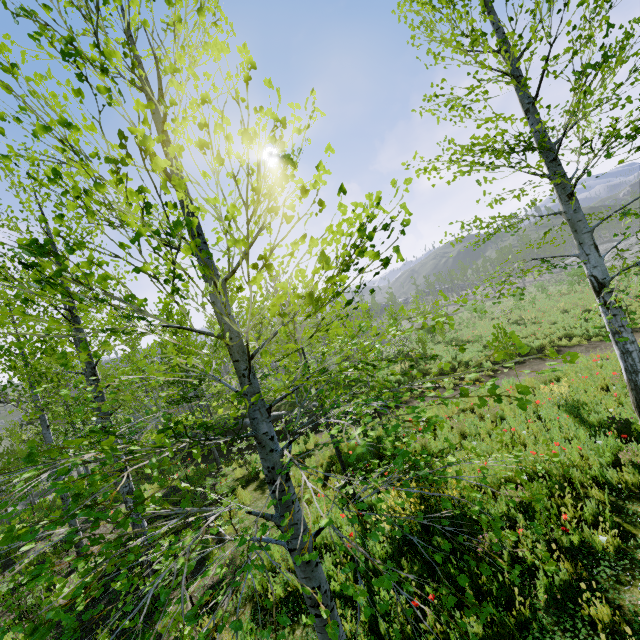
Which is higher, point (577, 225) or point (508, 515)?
point (577, 225)
